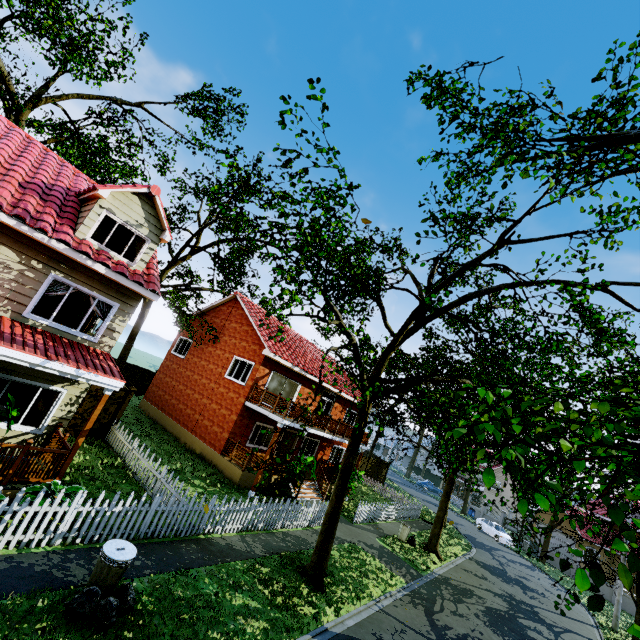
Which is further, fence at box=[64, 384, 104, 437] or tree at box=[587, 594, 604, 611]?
fence at box=[64, 384, 104, 437]

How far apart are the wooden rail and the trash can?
3.3m

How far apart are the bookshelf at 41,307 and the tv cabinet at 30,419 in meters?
3.6 m

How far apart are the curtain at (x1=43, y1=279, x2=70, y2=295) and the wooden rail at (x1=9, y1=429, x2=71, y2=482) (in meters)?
3.79

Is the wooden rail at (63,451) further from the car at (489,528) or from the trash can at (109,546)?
the car at (489,528)

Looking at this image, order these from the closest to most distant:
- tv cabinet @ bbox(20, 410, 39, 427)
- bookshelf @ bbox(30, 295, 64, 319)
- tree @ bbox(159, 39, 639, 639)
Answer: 1. tree @ bbox(159, 39, 639, 639)
2. tv cabinet @ bbox(20, 410, 39, 427)
3. bookshelf @ bbox(30, 295, 64, 319)

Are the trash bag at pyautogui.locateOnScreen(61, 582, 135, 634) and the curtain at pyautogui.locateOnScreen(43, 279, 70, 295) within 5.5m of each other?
no

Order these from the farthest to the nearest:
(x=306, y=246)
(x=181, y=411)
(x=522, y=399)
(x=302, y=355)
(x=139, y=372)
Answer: (x=139, y=372) < (x=302, y=355) < (x=181, y=411) < (x=306, y=246) < (x=522, y=399)
